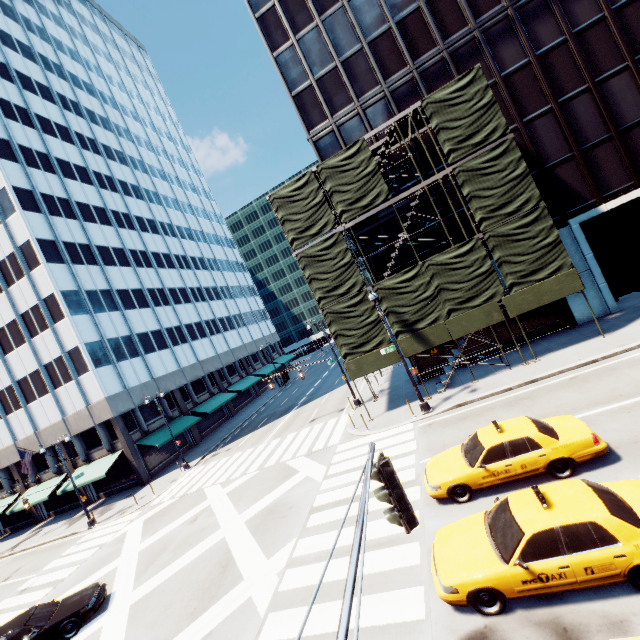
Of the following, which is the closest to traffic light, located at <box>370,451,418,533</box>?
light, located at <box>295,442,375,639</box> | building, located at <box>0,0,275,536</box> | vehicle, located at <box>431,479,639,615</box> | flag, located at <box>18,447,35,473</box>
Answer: light, located at <box>295,442,375,639</box>

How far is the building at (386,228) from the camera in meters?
22.3 m

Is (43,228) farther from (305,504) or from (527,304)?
(527,304)

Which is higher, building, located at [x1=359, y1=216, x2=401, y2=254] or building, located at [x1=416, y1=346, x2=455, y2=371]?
building, located at [x1=359, y1=216, x2=401, y2=254]

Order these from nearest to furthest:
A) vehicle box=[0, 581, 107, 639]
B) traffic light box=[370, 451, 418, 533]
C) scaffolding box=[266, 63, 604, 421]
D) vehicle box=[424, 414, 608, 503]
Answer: traffic light box=[370, 451, 418, 533]
vehicle box=[424, 414, 608, 503]
vehicle box=[0, 581, 107, 639]
scaffolding box=[266, 63, 604, 421]

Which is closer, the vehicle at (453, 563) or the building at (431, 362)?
the vehicle at (453, 563)

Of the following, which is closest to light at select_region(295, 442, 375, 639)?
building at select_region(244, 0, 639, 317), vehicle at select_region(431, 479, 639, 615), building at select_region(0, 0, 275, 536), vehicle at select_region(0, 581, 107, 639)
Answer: vehicle at select_region(431, 479, 639, 615)

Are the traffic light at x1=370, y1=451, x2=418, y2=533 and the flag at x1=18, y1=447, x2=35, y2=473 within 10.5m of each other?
no
